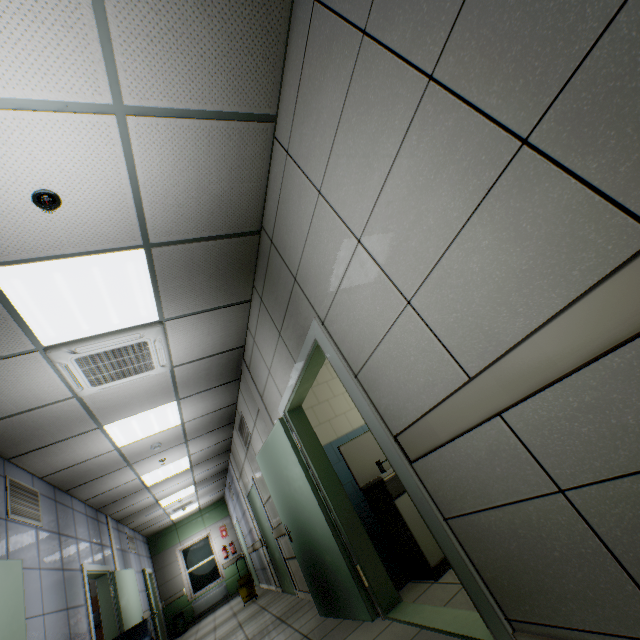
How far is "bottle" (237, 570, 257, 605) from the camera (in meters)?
8.23

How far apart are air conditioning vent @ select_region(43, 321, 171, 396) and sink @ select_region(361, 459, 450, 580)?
2.74m

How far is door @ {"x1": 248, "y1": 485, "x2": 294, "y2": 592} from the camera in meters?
6.3

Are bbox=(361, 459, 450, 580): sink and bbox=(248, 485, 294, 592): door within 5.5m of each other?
yes

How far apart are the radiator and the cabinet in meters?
12.5 m

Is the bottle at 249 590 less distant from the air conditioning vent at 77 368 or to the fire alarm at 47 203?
the air conditioning vent at 77 368

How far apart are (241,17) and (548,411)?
2.5 meters

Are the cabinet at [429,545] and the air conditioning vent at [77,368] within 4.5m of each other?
yes
